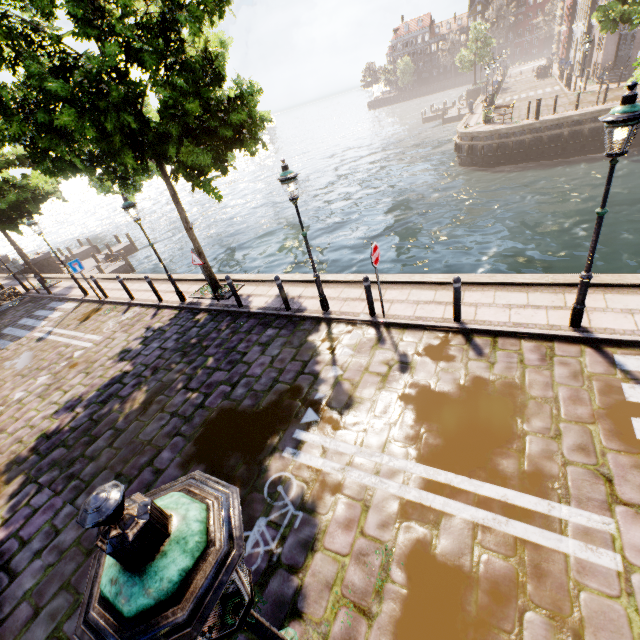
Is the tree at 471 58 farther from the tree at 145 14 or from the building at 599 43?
the tree at 145 14

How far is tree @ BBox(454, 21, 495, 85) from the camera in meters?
41.9

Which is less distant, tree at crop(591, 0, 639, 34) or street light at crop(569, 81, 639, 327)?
street light at crop(569, 81, 639, 327)

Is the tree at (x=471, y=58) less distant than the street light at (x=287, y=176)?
No

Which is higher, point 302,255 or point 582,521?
point 582,521

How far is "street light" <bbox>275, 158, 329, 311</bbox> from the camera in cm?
681

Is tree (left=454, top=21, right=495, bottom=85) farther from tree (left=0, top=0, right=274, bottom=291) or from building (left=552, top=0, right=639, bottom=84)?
tree (left=0, top=0, right=274, bottom=291)

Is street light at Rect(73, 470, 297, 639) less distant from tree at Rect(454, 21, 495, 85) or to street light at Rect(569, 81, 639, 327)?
street light at Rect(569, 81, 639, 327)
